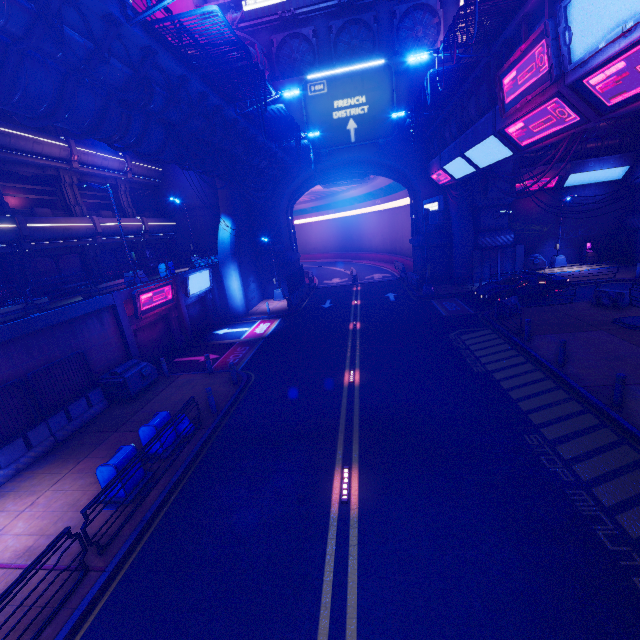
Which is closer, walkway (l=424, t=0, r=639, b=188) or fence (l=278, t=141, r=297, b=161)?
walkway (l=424, t=0, r=639, b=188)

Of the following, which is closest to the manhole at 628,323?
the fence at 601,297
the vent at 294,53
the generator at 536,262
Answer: the fence at 601,297

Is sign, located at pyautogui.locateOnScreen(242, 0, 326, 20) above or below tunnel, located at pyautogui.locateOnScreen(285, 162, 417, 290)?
above

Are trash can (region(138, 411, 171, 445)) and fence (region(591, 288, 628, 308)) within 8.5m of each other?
no

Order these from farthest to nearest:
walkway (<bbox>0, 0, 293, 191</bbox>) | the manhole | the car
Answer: the car → the manhole → walkway (<bbox>0, 0, 293, 191</bbox>)

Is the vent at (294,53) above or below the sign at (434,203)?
above

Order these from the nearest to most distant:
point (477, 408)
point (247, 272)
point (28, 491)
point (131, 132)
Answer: point (28, 491) < point (477, 408) < point (131, 132) < point (247, 272)

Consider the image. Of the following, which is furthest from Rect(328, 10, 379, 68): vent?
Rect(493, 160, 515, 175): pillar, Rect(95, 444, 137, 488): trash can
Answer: Rect(95, 444, 137, 488): trash can
